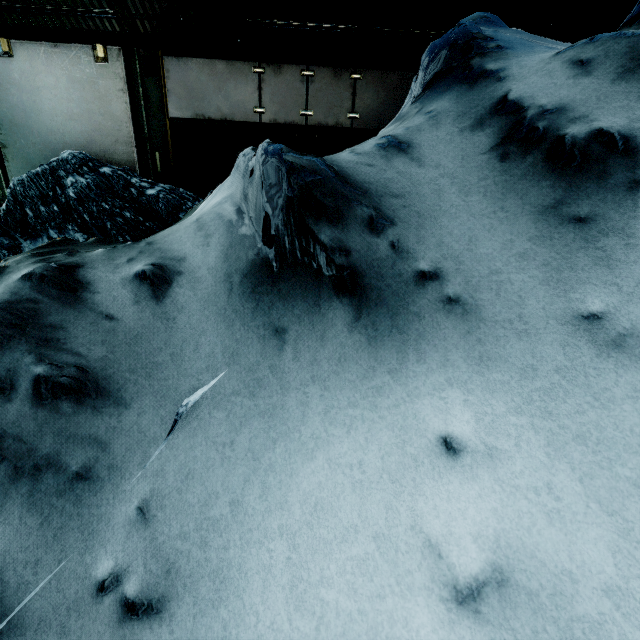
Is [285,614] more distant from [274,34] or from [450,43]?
[274,34]
